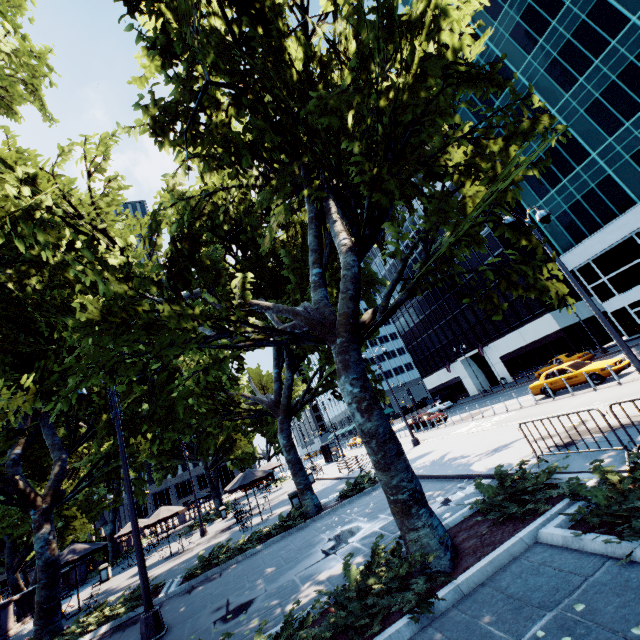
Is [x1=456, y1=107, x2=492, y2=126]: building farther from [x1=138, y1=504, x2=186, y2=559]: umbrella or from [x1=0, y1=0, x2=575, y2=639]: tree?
[x1=138, y1=504, x2=186, y2=559]: umbrella

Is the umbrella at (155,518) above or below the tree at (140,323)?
below

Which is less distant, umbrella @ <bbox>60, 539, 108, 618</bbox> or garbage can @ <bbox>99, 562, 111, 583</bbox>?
umbrella @ <bbox>60, 539, 108, 618</bbox>

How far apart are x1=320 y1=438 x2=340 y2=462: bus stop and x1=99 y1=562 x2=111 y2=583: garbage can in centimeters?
2287cm

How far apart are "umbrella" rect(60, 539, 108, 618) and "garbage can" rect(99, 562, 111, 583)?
6.3m

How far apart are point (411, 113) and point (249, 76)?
4.4 meters

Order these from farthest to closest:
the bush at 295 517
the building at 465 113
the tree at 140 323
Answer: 1. the building at 465 113
2. the bush at 295 517
3. the tree at 140 323

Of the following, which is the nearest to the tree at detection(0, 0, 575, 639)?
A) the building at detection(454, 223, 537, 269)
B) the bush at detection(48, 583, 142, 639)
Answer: → the bush at detection(48, 583, 142, 639)
